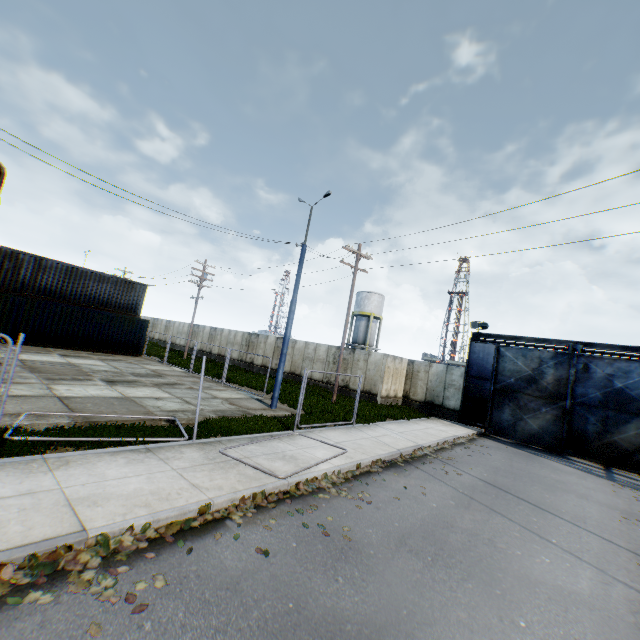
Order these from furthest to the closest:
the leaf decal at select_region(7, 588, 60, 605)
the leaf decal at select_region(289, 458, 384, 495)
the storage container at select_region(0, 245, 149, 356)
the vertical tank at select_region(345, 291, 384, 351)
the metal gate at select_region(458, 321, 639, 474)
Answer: the vertical tank at select_region(345, 291, 384, 351) → the storage container at select_region(0, 245, 149, 356) → the metal gate at select_region(458, 321, 639, 474) → the leaf decal at select_region(289, 458, 384, 495) → the leaf decal at select_region(7, 588, 60, 605)

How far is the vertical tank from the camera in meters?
44.2

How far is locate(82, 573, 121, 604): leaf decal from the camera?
3.5m

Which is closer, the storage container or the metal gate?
the metal gate

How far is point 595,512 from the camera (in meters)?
9.10

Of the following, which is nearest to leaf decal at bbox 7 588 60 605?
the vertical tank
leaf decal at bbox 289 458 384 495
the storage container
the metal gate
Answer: leaf decal at bbox 289 458 384 495

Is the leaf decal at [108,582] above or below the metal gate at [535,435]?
below

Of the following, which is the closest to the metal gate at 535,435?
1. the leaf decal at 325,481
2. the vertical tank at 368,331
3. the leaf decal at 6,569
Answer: the leaf decal at 325,481
